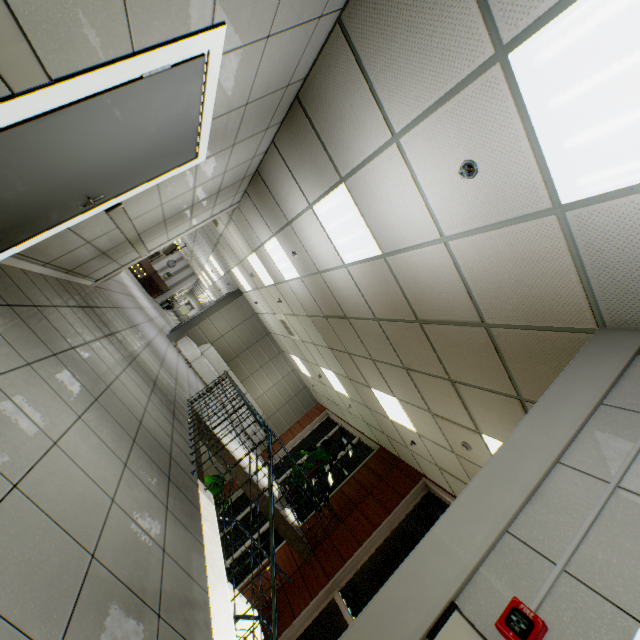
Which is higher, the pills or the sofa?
the pills

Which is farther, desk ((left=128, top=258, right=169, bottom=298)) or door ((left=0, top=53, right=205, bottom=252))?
desk ((left=128, top=258, right=169, bottom=298))

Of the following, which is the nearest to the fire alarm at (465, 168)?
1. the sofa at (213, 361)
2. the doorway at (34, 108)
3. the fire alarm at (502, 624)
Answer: the doorway at (34, 108)

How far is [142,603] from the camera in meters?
1.6 m

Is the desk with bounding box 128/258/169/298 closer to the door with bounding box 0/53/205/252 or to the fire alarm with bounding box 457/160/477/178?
the door with bounding box 0/53/205/252

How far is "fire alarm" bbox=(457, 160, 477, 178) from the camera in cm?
237

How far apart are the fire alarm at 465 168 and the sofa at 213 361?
11.1m

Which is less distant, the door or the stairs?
the door
